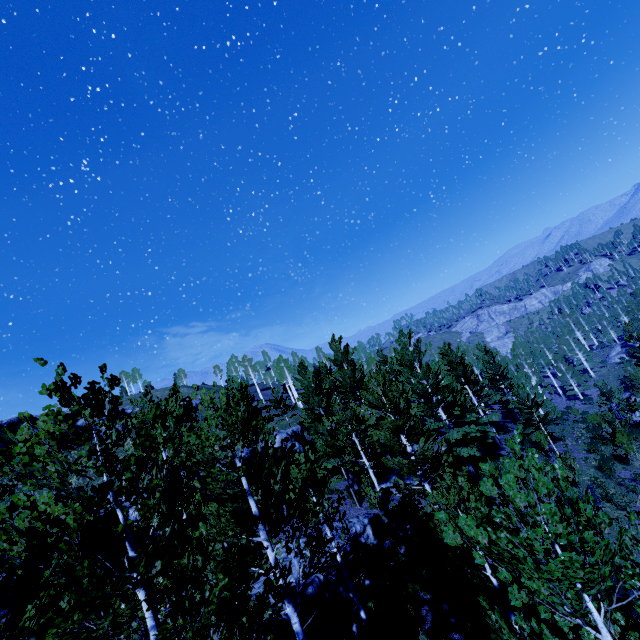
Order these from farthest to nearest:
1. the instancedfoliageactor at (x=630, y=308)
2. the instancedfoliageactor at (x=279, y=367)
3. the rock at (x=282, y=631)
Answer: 1. the instancedfoliageactor at (x=630, y=308)
2. the rock at (x=282, y=631)
3. the instancedfoliageactor at (x=279, y=367)

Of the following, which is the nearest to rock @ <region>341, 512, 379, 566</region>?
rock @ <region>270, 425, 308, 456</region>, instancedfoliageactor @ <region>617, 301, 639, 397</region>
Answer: instancedfoliageactor @ <region>617, 301, 639, 397</region>

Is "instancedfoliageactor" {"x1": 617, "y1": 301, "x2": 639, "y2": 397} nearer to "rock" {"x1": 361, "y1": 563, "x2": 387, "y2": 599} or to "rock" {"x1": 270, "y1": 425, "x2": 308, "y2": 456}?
"rock" {"x1": 270, "y1": 425, "x2": 308, "y2": 456}

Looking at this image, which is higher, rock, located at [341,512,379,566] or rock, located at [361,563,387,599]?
rock, located at [341,512,379,566]

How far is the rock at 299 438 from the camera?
27.09m

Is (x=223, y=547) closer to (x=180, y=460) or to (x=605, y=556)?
(x=180, y=460)

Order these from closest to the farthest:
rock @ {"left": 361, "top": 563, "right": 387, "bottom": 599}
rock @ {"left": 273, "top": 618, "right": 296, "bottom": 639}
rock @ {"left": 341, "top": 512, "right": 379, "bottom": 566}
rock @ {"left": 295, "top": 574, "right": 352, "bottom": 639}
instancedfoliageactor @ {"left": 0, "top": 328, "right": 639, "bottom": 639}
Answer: instancedfoliageactor @ {"left": 0, "top": 328, "right": 639, "bottom": 639}, rock @ {"left": 273, "top": 618, "right": 296, "bottom": 639}, rock @ {"left": 295, "top": 574, "right": 352, "bottom": 639}, rock @ {"left": 361, "top": 563, "right": 387, "bottom": 599}, rock @ {"left": 341, "top": 512, "right": 379, "bottom": 566}
